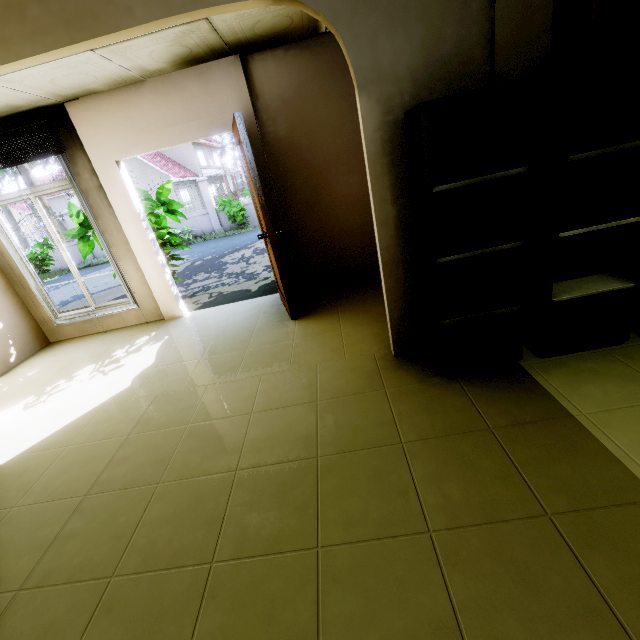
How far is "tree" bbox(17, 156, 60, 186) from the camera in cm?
1585

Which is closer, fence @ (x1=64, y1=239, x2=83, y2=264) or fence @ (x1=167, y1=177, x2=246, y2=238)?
fence @ (x1=167, y1=177, x2=246, y2=238)

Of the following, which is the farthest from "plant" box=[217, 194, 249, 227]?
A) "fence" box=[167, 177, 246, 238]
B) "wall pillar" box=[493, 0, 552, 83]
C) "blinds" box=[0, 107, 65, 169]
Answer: "wall pillar" box=[493, 0, 552, 83]

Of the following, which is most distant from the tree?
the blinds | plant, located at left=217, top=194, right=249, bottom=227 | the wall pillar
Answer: the wall pillar

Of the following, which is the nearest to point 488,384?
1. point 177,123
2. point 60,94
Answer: point 177,123

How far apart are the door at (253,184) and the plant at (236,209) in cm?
1030

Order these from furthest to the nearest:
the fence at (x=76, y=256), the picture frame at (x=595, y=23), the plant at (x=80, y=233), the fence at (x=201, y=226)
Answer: the fence at (x=76, y=256) → the fence at (x=201, y=226) → the plant at (x=80, y=233) → the picture frame at (x=595, y=23)

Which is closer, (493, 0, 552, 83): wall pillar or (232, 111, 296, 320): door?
(493, 0, 552, 83): wall pillar
